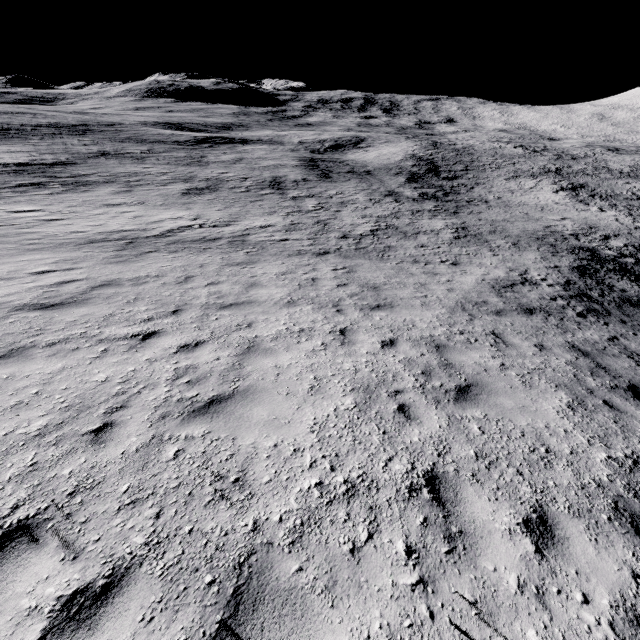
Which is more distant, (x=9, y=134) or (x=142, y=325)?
(x=9, y=134)
